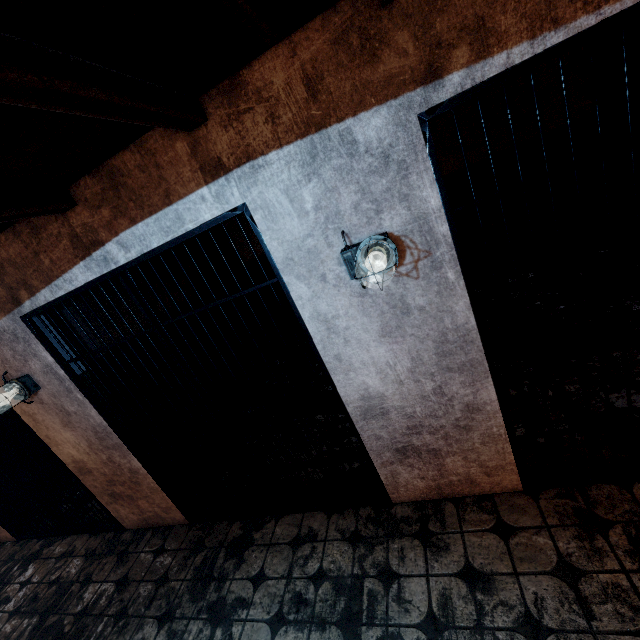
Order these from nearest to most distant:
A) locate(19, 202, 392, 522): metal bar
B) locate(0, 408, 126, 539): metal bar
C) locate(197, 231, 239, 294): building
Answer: locate(19, 202, 392, 522): metal bar
locate(0, 408, 126, 539): metal bar
locate(197, 231, 239, 294): building

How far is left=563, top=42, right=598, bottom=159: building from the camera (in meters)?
3.78

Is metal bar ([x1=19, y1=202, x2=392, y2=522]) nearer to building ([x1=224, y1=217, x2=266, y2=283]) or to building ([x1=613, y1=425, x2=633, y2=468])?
building ([x1=224, y1=217, x2=266, y2=283])

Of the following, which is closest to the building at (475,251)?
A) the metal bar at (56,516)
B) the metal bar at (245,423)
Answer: the metal bar at (245,423)

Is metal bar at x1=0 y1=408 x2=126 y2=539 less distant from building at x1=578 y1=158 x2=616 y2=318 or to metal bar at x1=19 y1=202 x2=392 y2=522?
metal bar at x1=19 y1=202 x2=392 y2=522

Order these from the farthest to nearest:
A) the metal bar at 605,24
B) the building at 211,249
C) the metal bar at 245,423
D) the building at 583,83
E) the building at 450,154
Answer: the building at 211,249
the building at 450,154
the building at 583,83
the metal bar at 245,423
the metal bar at 605,24

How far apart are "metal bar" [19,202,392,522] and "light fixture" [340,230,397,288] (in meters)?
0.39

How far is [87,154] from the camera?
1.6 meters
